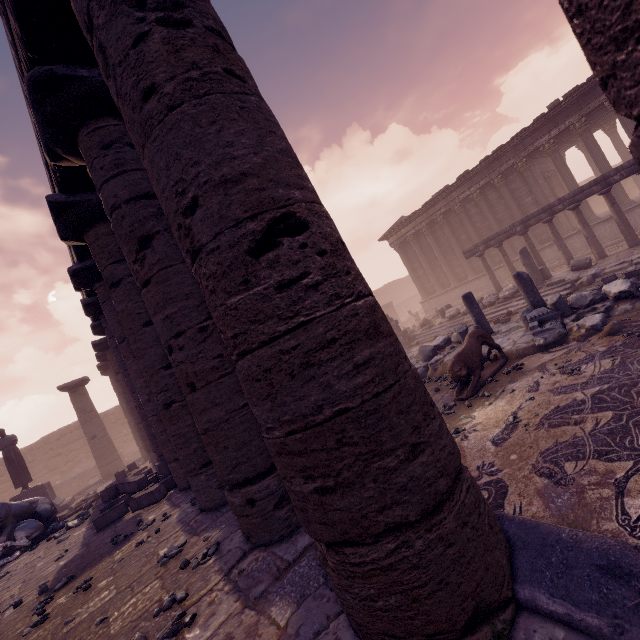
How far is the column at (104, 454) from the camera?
16.94m

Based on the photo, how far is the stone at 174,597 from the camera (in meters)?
3.09

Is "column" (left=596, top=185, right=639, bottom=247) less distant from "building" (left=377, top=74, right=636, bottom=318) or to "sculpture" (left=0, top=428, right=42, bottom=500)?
"building" (left=377, top=74, right=636, bottom=318)

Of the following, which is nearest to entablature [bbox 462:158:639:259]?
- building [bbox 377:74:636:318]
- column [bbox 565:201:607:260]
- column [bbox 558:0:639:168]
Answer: column [bbox 565:201:607:260]

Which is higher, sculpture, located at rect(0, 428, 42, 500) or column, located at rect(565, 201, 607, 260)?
sculpture, located at rect(0, 428, 42, 500)

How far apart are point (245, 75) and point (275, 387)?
1.9 meters

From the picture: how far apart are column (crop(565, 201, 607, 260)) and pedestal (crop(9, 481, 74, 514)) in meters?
24.2

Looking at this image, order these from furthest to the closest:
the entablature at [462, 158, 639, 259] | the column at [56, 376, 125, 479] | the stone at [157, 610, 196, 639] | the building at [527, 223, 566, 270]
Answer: the building at [527, 223, 566, 270] → the column at [56, 376, 125, 479] → the entablature at [462, 158, 639, 259] → the stone at [157, 610, 196, 639]
